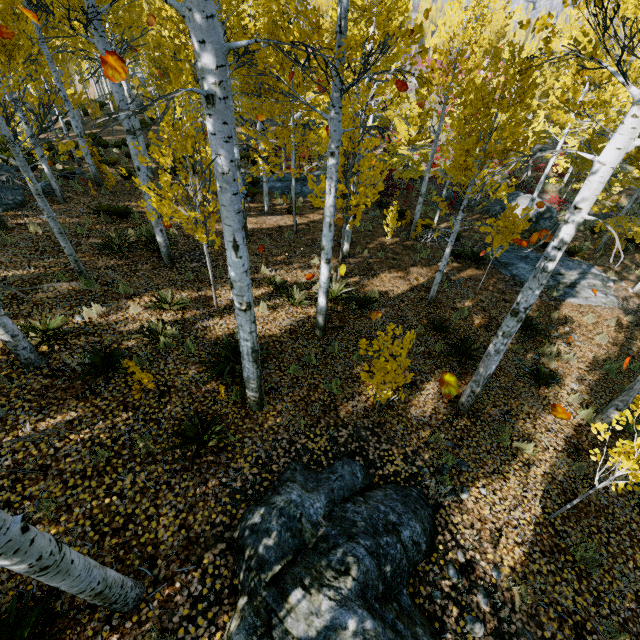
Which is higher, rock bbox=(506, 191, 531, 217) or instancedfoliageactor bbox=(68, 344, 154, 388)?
instancedfoliageactor bbox=(68, 344, 154, 388)

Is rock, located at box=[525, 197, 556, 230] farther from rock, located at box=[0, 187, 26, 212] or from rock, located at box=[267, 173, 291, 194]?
rock, located at box=[0, 187, 26, 212]

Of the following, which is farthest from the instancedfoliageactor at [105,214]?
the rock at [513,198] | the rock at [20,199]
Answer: the rock at [513,198]

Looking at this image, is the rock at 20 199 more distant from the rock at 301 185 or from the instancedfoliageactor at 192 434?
the rock at 301 185

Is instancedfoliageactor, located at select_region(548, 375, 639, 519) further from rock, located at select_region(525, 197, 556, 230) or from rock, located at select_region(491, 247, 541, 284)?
rock, located at select_region(525, 197, 556, 230)

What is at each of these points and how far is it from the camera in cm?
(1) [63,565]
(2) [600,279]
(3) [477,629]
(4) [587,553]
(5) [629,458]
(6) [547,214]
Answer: (1) instancedfoliageactor, 234
(2) rock, 1289
(3) instancedfoliageactor, 383
(4) instancedfoliageactor, 454
(5) instancedfoliageactor, 389
(6) rock, 1848

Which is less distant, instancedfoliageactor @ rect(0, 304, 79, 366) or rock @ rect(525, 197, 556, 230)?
instancedfoliageactor @ rect(0, 304, 79, 366)

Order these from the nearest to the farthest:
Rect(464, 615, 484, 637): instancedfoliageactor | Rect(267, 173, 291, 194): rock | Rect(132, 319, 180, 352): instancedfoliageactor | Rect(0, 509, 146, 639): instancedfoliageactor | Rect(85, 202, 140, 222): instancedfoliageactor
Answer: Rect(0, 509, 146, 639): instancedfoliageactor
Rect(464, 615, 484, 637): instancedfoliageactor
Rect(132, 319, 180, 352): instancedfoliageactor
Rect(85, 202, 140, 222): instancedfoliageactor
Rect(267, 173, 291, 194): rock
